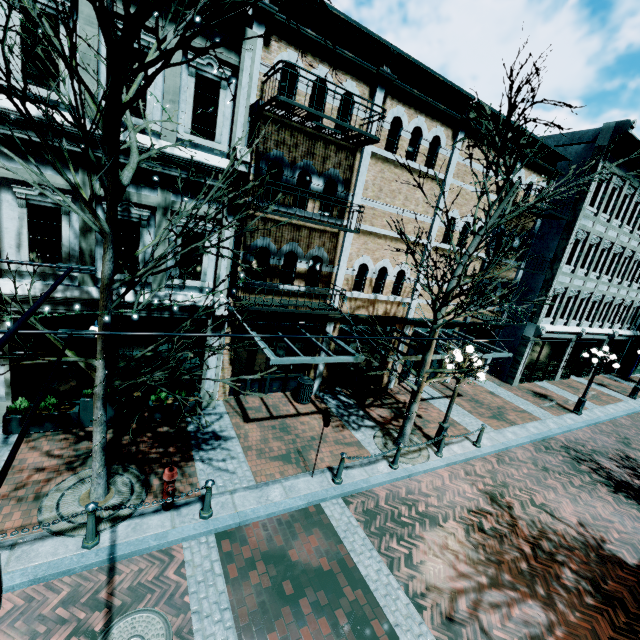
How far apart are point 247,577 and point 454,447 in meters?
8.0 m

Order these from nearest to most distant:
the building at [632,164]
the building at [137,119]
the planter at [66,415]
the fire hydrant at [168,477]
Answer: the fire hydrant at [168,477] < the building at [137,119] < the planter at [66,415] < the building at [632,164]

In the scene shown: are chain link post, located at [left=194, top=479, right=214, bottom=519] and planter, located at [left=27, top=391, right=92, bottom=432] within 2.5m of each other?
no

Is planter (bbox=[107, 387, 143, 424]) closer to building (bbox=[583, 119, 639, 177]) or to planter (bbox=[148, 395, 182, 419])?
planter (bbox=[148, 395, 182, 419])

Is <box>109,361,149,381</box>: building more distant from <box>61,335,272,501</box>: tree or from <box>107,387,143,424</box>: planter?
<box>61,335,272,501</box>: tree

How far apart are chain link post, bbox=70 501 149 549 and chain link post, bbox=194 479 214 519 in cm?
162

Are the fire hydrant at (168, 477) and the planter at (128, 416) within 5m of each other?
yes

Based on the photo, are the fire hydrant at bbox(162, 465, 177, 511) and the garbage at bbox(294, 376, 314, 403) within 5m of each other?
no
